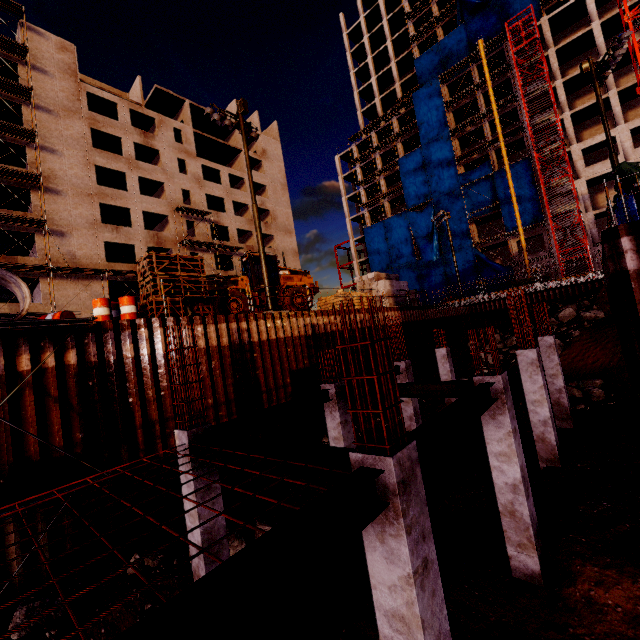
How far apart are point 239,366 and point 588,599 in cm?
1165

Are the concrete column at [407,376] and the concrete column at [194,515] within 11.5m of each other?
yes

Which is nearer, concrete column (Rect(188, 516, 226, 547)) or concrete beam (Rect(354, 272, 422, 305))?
concrete column (Rect(188, 516, 226, 547))

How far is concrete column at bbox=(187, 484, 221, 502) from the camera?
6.8m

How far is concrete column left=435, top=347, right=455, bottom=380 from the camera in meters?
18.0

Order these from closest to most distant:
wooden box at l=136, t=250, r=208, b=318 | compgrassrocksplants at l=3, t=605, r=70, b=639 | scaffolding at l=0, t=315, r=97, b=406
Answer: compgrassrocksplants at l=3, t=605, r=70, b=639, scaffolding at l=0, t=315, r=97, b=406, wooden box at l=136, t=250, r=208, b=318

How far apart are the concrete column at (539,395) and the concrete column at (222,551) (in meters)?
10.33

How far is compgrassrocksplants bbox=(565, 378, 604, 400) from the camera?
17.88m
